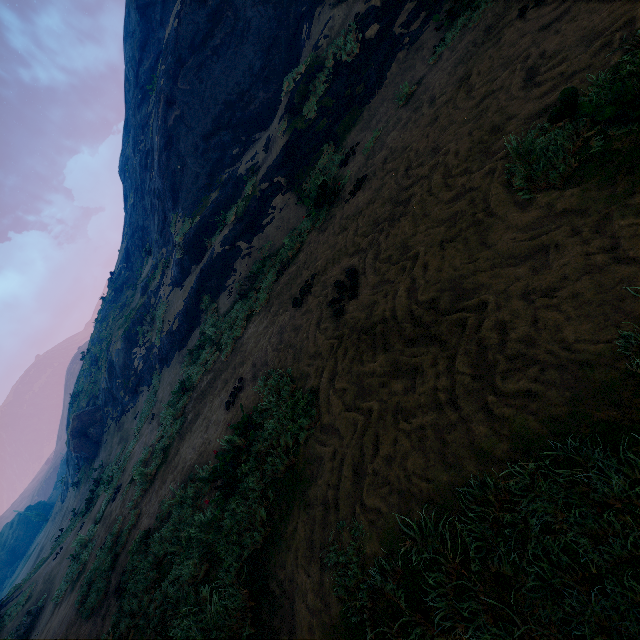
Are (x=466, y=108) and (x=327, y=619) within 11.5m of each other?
yes

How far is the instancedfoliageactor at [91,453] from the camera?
24.09m

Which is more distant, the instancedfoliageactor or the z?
the instancedfoliageactor

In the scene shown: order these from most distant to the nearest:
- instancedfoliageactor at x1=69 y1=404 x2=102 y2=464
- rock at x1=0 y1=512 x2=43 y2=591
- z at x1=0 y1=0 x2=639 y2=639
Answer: rock at x1=0 y1=512 x2=43 y2=591
instancedfoliageactor at x1=69 y1=404 x2=102 y2=464
z at x1=0 y1=0 x2=639 y2=639

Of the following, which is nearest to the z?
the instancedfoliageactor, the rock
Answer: the instancedfoliageactor

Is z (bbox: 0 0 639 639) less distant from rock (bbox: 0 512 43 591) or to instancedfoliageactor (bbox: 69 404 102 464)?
instancedfoliageactor (bbox: 69 404 102 464)

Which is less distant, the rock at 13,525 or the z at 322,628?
the z at 322,628
